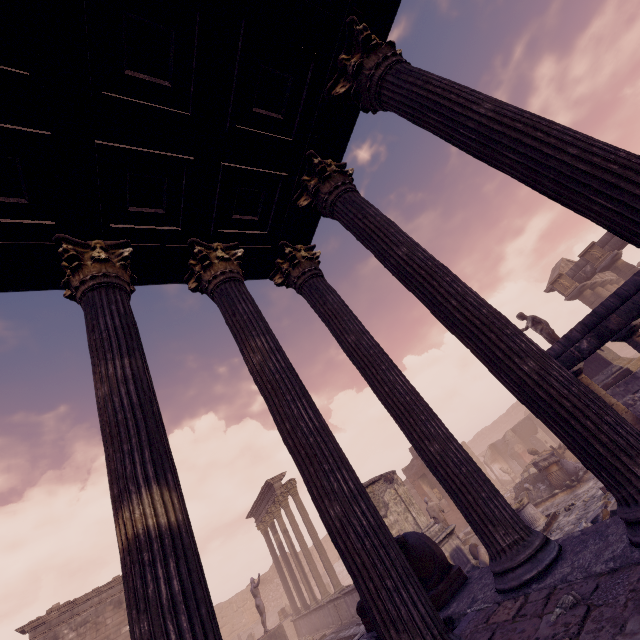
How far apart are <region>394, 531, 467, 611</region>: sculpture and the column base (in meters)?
8.44

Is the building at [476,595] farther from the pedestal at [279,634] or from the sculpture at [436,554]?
the pedestal at [279,634]

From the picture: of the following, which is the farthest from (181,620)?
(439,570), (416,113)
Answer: (416,113)

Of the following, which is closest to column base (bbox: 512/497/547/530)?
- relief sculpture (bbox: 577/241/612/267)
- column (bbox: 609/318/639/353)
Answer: column (bbox: 609/318/639/353)

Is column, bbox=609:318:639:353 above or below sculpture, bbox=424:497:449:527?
above

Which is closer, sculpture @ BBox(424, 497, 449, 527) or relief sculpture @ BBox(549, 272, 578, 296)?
sculpture @ BBox(424, 497, 449, 527)

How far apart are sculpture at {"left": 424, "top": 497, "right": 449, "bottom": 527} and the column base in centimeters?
215cm

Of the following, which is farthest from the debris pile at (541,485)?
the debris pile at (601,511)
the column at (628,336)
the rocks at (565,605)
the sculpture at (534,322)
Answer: the rocks at (565,605)
